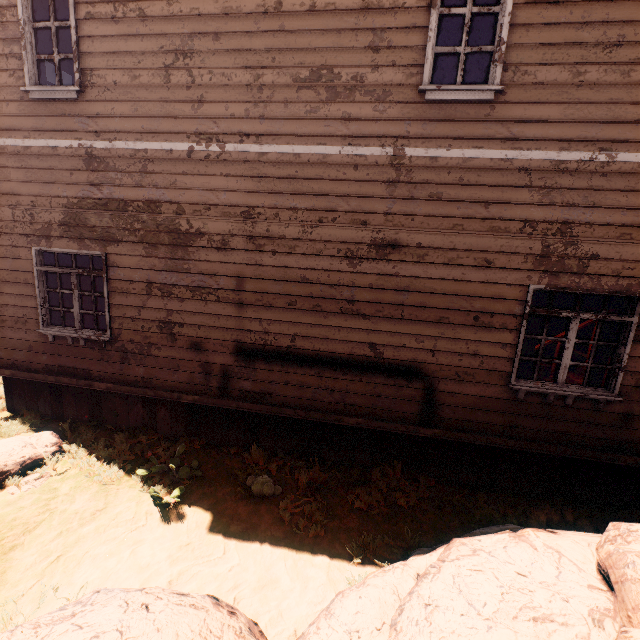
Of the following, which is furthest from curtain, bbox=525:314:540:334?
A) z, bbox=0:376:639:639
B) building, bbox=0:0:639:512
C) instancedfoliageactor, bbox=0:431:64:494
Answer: instancedfoliageactor, bbox=0:431:64:494

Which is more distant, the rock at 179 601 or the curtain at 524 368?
the curtain at 524 368

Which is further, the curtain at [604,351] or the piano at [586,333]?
the piano at [586,333]

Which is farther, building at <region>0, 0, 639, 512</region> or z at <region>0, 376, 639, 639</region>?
building at <region>0, 0, 639, 512</region>

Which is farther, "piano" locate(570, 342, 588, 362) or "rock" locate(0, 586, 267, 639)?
"piano" locate(570, 342, 588, 362)

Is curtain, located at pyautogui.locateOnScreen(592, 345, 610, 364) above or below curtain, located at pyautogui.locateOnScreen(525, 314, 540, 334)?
below

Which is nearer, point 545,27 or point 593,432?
point 545,27

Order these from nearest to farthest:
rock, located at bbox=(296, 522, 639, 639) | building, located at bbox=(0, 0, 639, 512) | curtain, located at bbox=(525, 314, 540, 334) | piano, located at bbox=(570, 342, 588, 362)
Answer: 1. rock, located at bbox=(296, 522, 639, 639)
2. building, located at bbox=(0, 0, 639, 512)
3. curtain, located at bbox=(525, 314, 540, 334)
4. piano, located at bbox=(570, 342, 588, 362)
